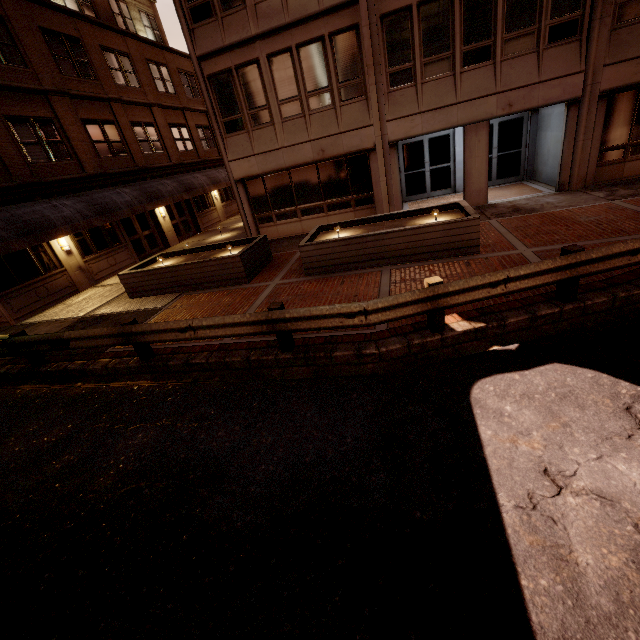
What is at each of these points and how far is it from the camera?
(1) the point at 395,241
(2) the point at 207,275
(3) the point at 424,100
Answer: (1) planter, 9.0m
(2) planter, 10.8m
(3) building, 12.0m

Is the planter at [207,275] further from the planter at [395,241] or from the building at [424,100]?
the building at [424,100]

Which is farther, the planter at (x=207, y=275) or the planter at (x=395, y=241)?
the planter at (x=207, y=275)

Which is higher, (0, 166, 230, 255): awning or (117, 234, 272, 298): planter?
(0, 166, 230, 255): awning

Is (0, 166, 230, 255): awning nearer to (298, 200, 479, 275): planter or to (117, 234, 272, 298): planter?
(117, 234, 272, 298): planter

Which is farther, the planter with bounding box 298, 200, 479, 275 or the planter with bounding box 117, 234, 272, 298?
the planter with bounding box 117, 234, 272, 298

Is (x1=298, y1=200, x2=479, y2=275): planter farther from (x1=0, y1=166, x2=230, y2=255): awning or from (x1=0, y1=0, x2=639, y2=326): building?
(x1=0, y1=166, x2=230, y2=255): awning
